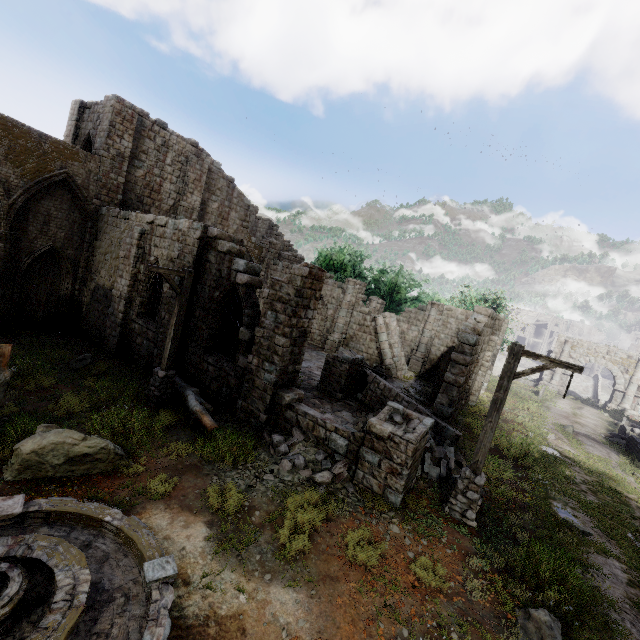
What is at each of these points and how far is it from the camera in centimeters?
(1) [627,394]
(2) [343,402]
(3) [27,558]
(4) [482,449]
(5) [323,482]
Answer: (1) stone arch, 3003cm
(2) building, 1472cm
(3) fountain, 423cm
(4) wooden lamp post, 834cm
(5) rubble, 823cm

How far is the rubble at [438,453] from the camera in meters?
10.1

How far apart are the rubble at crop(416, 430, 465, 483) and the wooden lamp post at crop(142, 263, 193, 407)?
8.00m

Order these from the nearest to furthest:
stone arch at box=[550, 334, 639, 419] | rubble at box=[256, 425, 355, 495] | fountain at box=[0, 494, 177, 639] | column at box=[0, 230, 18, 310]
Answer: fountain at box=[0, 494, 177, 639] < rubble at box=[256, 425, 355, 495] < column at box=[0, 230, 18, 310] < stone arch at box=[550, 334, 639, 419]

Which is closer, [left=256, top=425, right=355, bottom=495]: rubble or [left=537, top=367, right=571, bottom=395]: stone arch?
[left=256, top=425, right=355, bottom=495]: rubble

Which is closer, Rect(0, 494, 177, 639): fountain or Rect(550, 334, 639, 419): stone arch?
Rect(0, 494, 177, 639): fountain

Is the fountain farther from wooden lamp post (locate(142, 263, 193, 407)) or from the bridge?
the bridge

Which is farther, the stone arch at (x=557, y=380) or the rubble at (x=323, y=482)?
the stone arch at (x=557, y=380)
